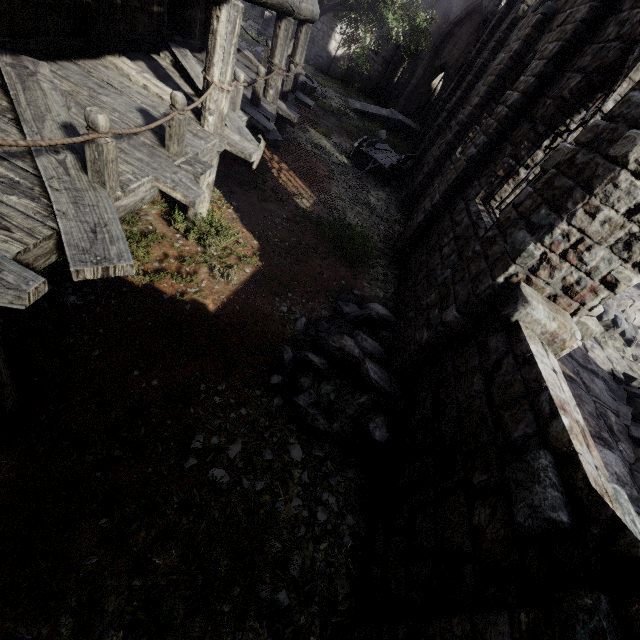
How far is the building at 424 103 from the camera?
29.30m

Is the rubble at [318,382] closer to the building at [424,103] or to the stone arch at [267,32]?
the building at [424,103]

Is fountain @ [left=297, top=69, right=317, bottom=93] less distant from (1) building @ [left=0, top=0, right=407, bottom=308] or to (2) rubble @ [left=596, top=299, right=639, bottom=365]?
(1) building @ [left=0, top=0, right=407, bottom=308]

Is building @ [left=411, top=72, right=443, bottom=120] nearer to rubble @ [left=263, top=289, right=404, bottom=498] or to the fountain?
rubble @ [left=263, top=289, right=404, bottom=498]

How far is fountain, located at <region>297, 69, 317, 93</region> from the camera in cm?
1897

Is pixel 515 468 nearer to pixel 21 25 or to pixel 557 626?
pixel 557 626

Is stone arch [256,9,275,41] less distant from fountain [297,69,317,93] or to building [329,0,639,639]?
building [329,0,639,639]

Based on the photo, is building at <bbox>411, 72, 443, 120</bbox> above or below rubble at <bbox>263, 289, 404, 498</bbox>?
above
